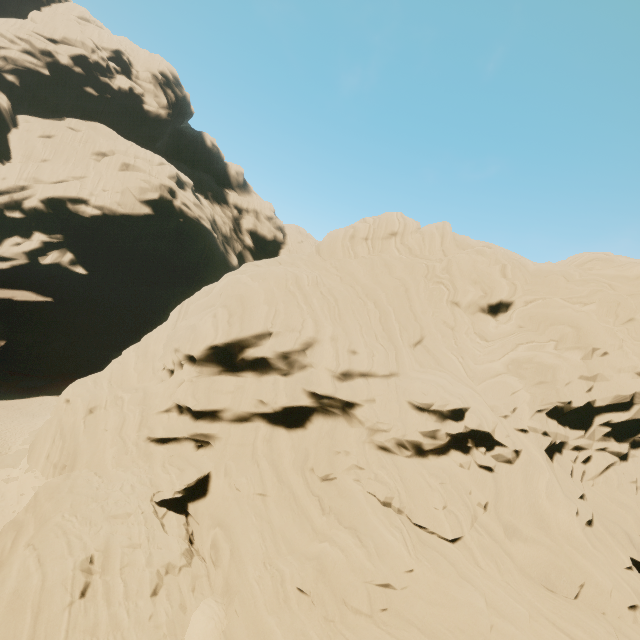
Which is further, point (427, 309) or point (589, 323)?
point (427, 309)
